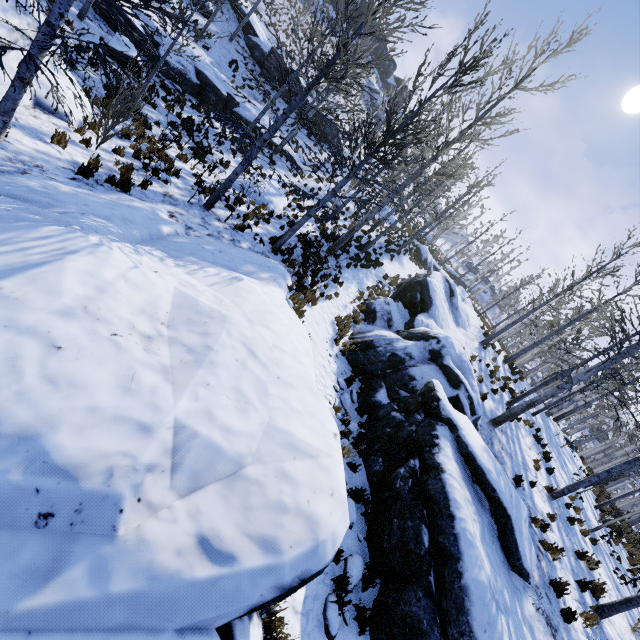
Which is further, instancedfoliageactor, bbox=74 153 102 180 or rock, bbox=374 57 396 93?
rock, bbox=374 57 396 93

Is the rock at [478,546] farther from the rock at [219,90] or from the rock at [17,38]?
the rock at [219,90]

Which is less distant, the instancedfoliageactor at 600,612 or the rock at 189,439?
the rock at 189,439

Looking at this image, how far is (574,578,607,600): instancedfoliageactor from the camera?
8.5 meters

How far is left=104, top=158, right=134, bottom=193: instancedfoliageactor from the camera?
7.27m

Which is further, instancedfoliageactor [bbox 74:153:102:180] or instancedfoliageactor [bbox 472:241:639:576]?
instancedfoliageactor [bbox 472:241:639:576]

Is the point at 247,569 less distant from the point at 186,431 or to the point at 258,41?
the point at 186,431

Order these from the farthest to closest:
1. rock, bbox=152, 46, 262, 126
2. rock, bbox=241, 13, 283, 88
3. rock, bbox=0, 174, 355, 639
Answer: rock, bbox=241, 13, 283, 88, rock, bbox=152, 46, 262, 126, rock, bbox=0, 174, 355, 639
